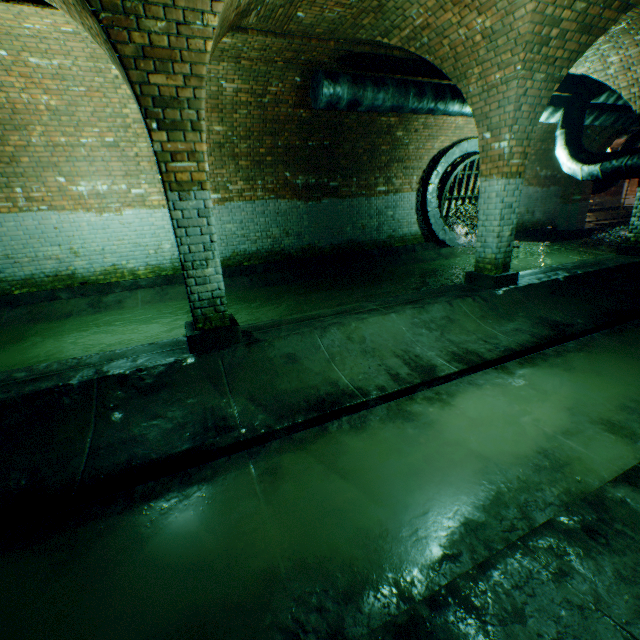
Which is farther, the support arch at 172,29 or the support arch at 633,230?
the support arch at 633,230

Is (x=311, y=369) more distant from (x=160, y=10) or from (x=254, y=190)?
(x=254, y=190)

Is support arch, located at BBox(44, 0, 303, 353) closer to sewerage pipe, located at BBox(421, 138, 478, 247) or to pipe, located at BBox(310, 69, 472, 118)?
pipe, located at BBox(310, 69, 472, 118)

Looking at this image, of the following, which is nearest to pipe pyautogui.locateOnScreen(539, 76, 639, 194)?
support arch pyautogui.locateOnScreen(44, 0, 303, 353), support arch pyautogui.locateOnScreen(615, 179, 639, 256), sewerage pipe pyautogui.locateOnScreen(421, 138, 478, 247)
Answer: support arch pyautogui.locateOnScreen(615, 179, 639, 256)

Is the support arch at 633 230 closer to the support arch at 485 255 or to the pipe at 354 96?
the pipe at 354 96

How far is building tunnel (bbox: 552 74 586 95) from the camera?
8.2m

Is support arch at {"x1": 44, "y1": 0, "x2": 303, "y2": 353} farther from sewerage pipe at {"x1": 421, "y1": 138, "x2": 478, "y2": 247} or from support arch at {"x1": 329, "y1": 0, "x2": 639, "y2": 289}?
sewerage pipe at {"x1": 421, "y1": 138, "x2": 478, "y2": 247}

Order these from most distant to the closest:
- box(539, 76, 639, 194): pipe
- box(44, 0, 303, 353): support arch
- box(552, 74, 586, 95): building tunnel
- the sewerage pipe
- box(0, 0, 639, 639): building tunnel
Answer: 1. the sewerage pipe
2. box(552, 74, 586, 95): building tunnel
3. box(539, 76, 639, 194): pipe
4. box(44, 0, 303, 353): support arch
5. box(0, 0, 639, 639): building tunnel
